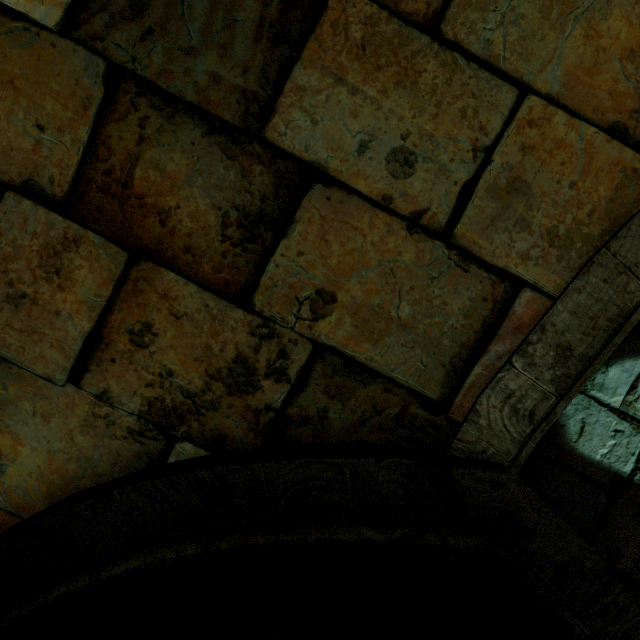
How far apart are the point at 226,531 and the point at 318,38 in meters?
2.1 m
